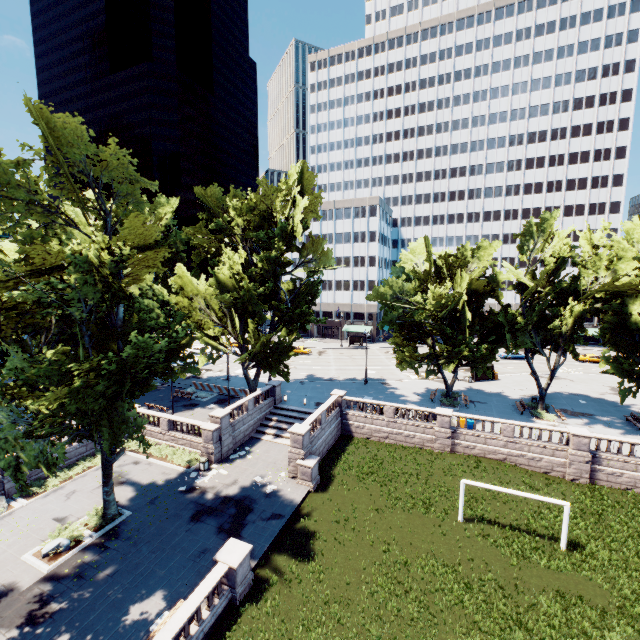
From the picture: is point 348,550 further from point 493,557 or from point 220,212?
point 220,212

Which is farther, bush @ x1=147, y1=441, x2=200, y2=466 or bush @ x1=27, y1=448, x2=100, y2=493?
bush @ x1=147, y1=441, x2=200, y2=466

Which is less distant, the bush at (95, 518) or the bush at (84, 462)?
the bush at (95, 518)

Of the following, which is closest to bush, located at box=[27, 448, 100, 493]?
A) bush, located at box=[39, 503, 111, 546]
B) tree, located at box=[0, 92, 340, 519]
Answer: bush, located at box=[39, 503, 111, 546]

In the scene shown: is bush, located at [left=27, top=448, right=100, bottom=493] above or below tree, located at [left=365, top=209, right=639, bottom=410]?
below

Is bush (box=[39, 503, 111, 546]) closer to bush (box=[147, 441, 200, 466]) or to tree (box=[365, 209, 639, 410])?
tree (box=[365, 209, 639, 410])

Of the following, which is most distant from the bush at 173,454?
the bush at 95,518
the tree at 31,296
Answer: the tree at 31,296
